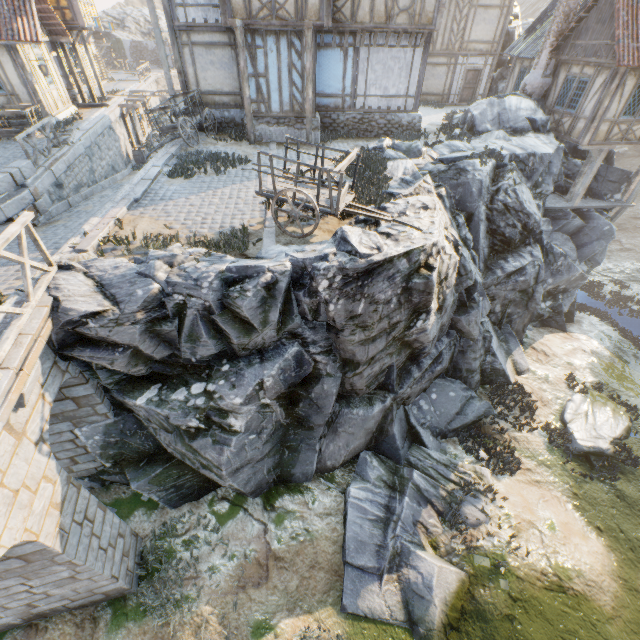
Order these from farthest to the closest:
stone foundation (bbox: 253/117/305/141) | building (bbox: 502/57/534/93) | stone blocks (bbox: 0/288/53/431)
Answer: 1. building (bbox: 502/57/534/93)
2. stone foundation (bbox: 253/117/305/141)
3. stone blocks (bbox: 0/288/53/431)

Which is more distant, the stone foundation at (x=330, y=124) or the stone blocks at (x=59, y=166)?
the stone foundation at (x=330, y=124)

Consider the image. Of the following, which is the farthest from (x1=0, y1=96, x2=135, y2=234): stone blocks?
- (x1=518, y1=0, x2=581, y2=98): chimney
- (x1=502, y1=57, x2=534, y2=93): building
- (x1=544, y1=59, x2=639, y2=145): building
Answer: A: (x1=544, y1=59, x2=639, y2=145): building

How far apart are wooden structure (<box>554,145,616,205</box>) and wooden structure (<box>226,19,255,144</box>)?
15.6 meters

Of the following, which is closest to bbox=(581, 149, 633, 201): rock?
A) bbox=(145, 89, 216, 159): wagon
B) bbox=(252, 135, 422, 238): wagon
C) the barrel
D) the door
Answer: bbox=(252, 135, 422, 238): wagon

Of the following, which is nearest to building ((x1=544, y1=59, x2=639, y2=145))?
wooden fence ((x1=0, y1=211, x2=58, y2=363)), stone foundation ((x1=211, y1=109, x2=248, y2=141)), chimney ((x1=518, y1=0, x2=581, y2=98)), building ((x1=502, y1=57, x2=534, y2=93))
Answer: chimney ((x1=518, y1=0, x2=581, y2=98))

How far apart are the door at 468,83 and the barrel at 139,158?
22.8m

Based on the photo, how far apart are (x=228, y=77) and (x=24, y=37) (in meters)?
8.79
